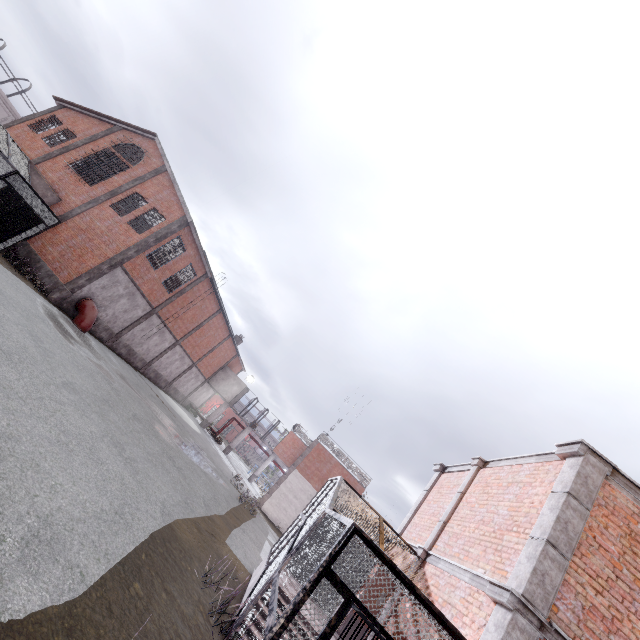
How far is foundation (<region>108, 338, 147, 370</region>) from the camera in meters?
23.8

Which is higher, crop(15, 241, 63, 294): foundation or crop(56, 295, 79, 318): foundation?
crop(15, 241, 63, 294): foundation

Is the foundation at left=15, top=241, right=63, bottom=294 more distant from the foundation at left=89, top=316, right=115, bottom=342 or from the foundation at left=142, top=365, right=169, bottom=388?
the foundation at left=142, top=365, right=169, bottom=388

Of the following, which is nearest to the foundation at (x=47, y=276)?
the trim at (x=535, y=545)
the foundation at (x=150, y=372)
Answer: the foundation at (x=150, y=372)

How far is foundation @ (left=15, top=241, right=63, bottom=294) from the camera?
18.0m

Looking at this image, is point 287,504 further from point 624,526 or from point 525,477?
point 624,526

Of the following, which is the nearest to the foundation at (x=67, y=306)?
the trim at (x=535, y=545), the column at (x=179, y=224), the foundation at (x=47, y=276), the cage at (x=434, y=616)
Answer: the column at (x=179, y=224)

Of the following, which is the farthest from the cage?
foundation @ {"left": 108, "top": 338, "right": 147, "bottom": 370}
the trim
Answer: foundation @ {"left": 108, "top": 338, "right": 147, "bottom": 370}
